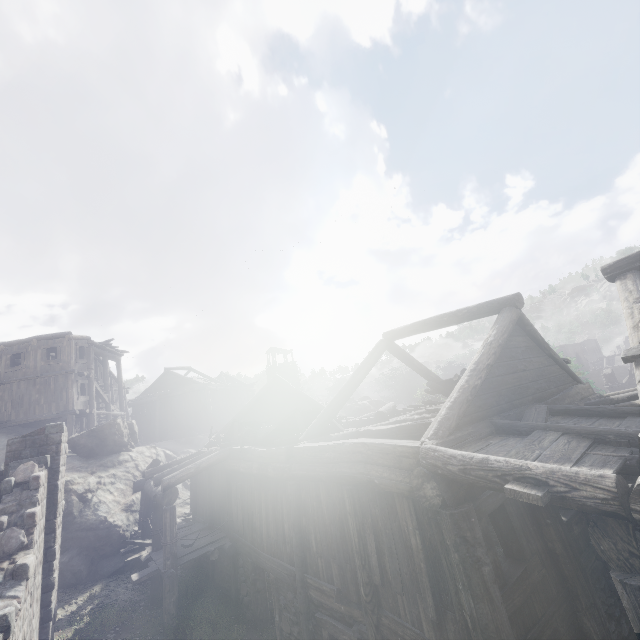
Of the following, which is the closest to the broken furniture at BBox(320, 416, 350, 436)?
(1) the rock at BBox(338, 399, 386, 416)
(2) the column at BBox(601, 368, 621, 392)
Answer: (1) the rock at BBox(338, 399, 386, 416)

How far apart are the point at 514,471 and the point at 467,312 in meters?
5.9 m

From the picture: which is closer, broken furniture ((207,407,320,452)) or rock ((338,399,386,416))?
broken furniture ((207,407,320,452))

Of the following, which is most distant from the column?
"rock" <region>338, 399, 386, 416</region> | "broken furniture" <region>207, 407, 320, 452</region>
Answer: "broken furniture" <region>207, 407, 320, 452</region>

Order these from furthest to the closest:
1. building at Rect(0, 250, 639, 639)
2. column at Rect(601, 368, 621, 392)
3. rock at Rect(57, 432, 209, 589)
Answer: column at Rect(601, 368, 621, 392), rock at Rect(57, 432, 209, 589), building at Rect(0, 250, 639, 639)

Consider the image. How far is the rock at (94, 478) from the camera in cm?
1411

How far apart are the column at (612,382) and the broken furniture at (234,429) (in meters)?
34.47

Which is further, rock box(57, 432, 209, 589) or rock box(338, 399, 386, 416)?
rock box(338, 399, 386, 416)
